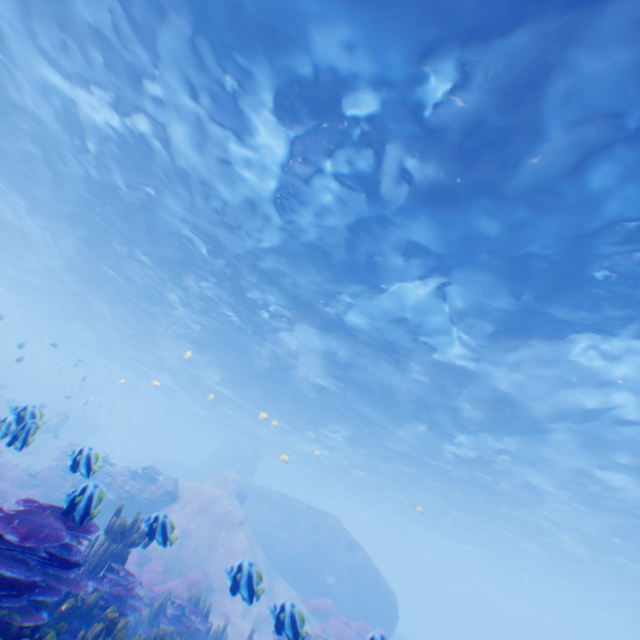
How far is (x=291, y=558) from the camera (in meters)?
22.64

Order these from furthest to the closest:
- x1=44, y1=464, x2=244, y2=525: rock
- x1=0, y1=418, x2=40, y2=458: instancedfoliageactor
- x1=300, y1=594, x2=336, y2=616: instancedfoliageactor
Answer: x1=300, y1=594, x2=336, y2=616: instancedfoliageactor, x1=0, y1=418, x2=40, y2=458: instancedfoliageactor, x1=44, y1=464, x2=244, y2=525: rock

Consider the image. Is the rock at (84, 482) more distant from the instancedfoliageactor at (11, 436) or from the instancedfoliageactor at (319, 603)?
the instancedfoliageactor at (319, 603)

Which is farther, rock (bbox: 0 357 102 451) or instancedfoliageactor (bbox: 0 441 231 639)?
rock (bbox: 0 357 102 451)

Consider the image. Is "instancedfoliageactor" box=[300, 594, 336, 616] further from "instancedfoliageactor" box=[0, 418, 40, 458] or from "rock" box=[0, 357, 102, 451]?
"instancedfoliageactor" box=[0, 418, 40, 458]

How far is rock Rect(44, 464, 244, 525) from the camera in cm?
449

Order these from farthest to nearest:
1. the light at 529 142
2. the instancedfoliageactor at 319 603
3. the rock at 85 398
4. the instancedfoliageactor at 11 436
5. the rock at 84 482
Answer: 1. the rock at 85 398
2. the instancedfoliageactor at 319 603
3. the light at 529 142
4. the instancedfoliageactor at 11 436
5. the rock at 84 482

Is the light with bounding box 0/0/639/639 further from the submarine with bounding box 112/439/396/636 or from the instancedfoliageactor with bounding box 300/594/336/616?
the instancedfoliageactor with bounding box 300/594/336/616
